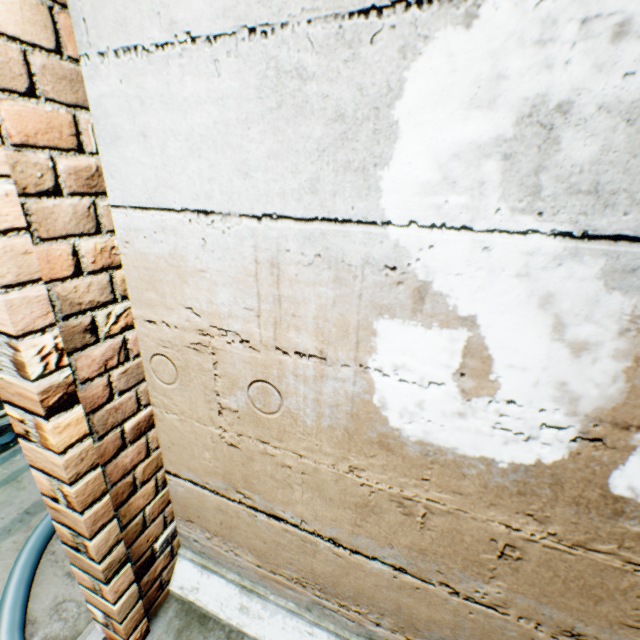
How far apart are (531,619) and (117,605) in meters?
1.3 m

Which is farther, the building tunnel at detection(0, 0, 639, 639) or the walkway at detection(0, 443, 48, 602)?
the walkway at detection(0, 443, 48, 602)

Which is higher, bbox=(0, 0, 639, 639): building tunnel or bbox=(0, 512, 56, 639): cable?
bbox=(0, 0, 639, 639): building tunnel

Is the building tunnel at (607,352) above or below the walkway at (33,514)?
above

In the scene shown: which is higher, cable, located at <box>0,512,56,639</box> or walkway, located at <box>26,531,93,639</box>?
cable, located at <box>0,512,56,639</box>

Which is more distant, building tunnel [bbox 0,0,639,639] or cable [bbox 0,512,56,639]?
cable [bbox 0,512,56,639]

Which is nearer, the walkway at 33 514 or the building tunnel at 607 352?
the building tunnel at 607 352
